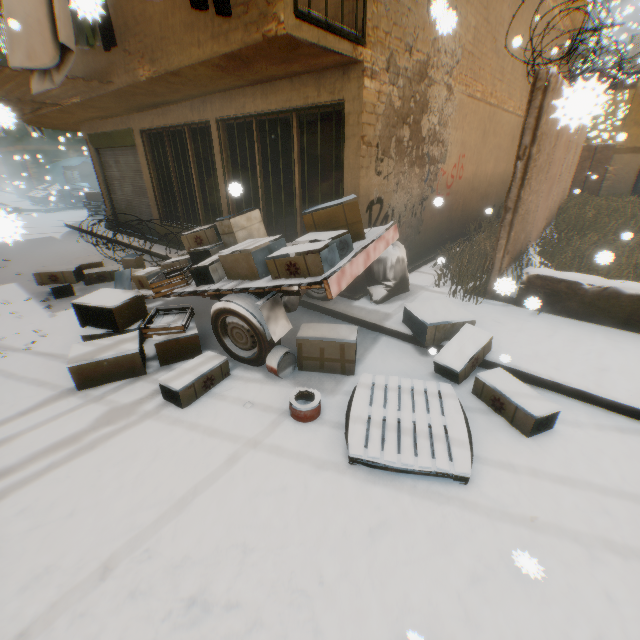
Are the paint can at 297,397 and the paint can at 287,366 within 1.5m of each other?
yes

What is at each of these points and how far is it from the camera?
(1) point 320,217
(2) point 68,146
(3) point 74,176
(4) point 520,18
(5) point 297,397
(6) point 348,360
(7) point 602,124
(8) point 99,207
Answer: (1) cardboard box, 4.09m
(2) building, 19.70m
(3) building, 19.73m
(4) building, 8.38m
(5) paint can, 3.54m
(6) cardboard box, 3.90m
(7) building, 41.47m
(8) wooden pallet, 14.42m

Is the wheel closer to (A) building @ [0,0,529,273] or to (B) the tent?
(A) building @ [0,0,529,273]

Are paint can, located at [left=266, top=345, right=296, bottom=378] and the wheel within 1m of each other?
yes

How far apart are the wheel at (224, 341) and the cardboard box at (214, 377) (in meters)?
0.26

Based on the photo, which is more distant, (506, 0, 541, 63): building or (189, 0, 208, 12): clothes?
(506, 0, 541, 63): building

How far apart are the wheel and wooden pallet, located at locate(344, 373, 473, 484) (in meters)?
1.10

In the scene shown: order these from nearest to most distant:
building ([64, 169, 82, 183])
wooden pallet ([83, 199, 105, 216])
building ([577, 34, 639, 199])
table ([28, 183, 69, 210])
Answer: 1. building ([577, 34, 639, 199])
2. wooden pallet ([83, 199, 105, 216])
3. table ([28, 183, 69, 210])
4. building ([64, 169, 82, 183])
